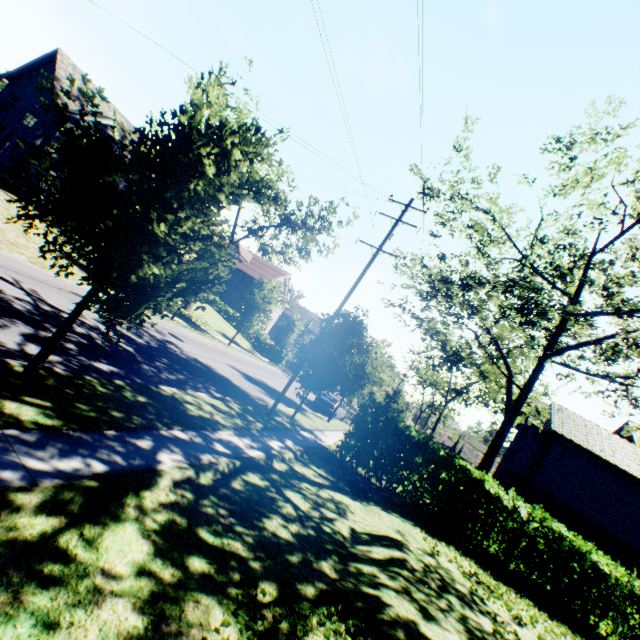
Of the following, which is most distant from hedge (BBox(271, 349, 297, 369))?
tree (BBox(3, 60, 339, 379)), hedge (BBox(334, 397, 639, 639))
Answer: hedge (BBox(334, 397, 639, 639))

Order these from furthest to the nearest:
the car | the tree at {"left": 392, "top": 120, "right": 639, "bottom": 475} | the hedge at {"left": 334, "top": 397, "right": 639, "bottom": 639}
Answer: the car
the hedge at {"left": 334, "top": 397, "right": 639, "bottom": 639}
the tree at {"left": 392, "top": 120, "right": 639, "bottom": 475}

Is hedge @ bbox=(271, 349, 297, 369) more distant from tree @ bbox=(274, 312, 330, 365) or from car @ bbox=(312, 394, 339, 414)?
car @ bbox=(312, 394, 339, 414)

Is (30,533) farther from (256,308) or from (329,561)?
(256,308)

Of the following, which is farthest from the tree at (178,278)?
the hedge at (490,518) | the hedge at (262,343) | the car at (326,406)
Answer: the car at (326,406)

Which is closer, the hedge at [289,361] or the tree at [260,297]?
the tree at [260,297]

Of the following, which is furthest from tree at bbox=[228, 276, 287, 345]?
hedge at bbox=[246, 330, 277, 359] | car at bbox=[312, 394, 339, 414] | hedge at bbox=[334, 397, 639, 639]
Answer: car at bbox=[312, 394, 339, 414]

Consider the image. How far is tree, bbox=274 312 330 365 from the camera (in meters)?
16.41
